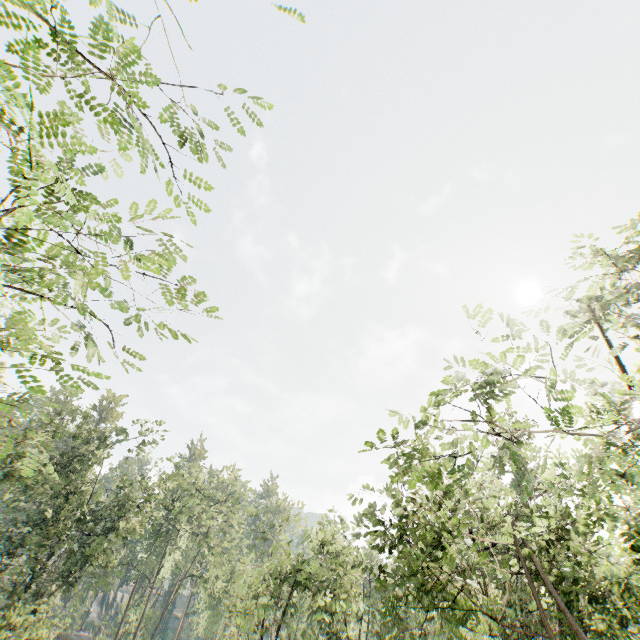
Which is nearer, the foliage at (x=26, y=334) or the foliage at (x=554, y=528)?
the foliage at (x=26, y=334)

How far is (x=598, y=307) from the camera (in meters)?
8.22

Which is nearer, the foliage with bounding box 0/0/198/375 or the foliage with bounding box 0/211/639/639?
the foliage with bounding box 0/0/198/375
